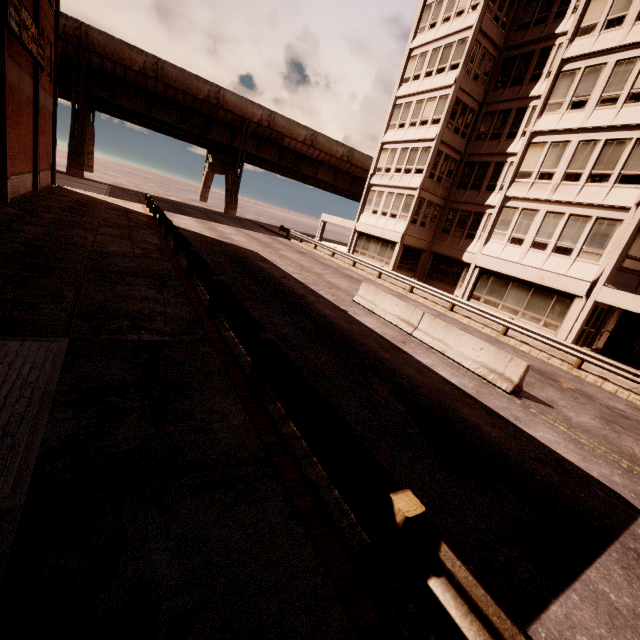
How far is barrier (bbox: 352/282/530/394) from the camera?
9.5 meters

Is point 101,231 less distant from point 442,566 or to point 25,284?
point 25,284

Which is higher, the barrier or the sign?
the sign

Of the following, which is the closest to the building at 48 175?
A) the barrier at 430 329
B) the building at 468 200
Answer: the barrier at 430 329

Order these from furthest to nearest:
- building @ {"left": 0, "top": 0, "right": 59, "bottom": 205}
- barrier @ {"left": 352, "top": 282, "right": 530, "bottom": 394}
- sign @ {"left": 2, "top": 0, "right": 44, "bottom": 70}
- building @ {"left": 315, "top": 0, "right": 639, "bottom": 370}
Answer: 1. building @ {"left": 315, "top": 0, "right": 639, "bottom": 370}
2. building @ {"left": 0, "top": 0, "right": 59, "bottom": 205}
3. sign @ {"left": 2, "top": 0, "right": 44, "bottom": 70}
4. barrier @ {"left": 352, "top": 282, "right": 530, "bottom": 394}

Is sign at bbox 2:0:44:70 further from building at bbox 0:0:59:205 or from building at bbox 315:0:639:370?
building at bbox 315:0:639:370

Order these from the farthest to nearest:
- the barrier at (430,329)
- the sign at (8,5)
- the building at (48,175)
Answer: the building at (48,175) → the sign at (8,5) → the barrier at (430,329)

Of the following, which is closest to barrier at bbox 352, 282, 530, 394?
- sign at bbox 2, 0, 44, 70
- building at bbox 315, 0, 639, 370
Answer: building at bbox 315, 0, 639, 370
